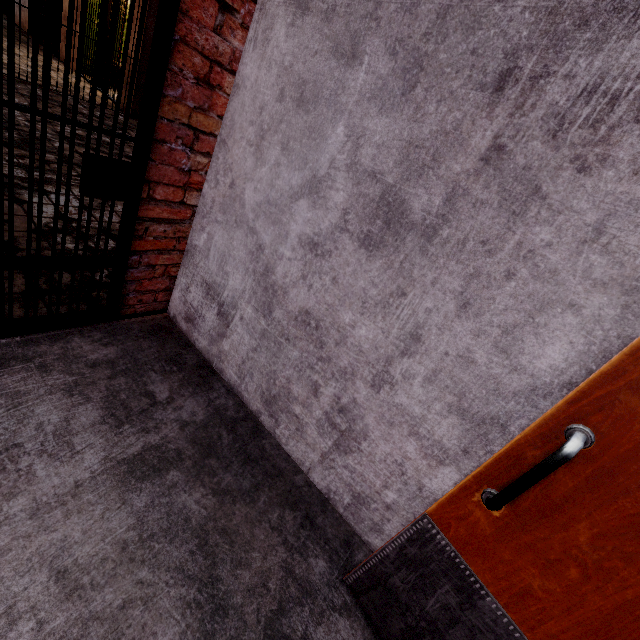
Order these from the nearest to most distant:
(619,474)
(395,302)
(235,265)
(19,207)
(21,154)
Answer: (619,474) < (395,302) < (235,265) < (19,207) < (21,154)
